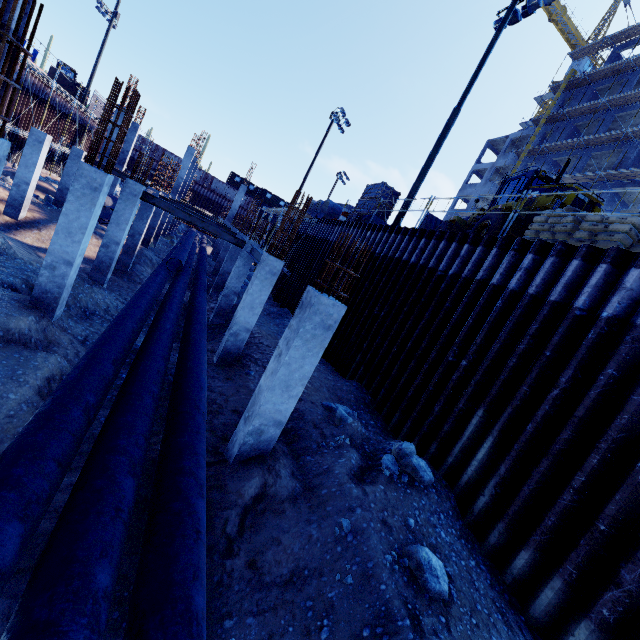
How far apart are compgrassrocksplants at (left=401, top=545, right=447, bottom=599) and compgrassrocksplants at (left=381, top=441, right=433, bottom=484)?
1.3m

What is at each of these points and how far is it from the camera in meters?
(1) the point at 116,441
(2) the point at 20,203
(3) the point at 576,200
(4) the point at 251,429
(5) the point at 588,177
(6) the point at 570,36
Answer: (1) pipe, 4.2 m
(2) concrete column, 15.3 m
(3) front loader, 10.1 m
(4) concrete column, 5.8 m
(5) scaffolding, 30.6 m
(6) tower crane, 51.0 m

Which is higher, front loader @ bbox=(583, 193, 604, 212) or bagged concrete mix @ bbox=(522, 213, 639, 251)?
front loader @ bbox=(583, 193, 604, 212)

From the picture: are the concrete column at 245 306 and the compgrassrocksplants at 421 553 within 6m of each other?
no

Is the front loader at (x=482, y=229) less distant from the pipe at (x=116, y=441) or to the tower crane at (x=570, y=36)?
the pipe at (x=116, y=441)

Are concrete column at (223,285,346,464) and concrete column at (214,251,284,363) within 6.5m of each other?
yes

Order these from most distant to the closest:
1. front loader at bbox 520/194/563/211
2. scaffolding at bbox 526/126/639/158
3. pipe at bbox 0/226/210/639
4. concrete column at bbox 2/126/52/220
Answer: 1. scaffolding at bbox 526/126/639/158
2. concrete column at bbox 2/126/52/220
3. front loader at bbox 520/194/563/211
4. pipe at bbox 0/226/210/639

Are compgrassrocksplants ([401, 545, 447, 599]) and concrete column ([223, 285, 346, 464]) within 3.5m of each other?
yes
